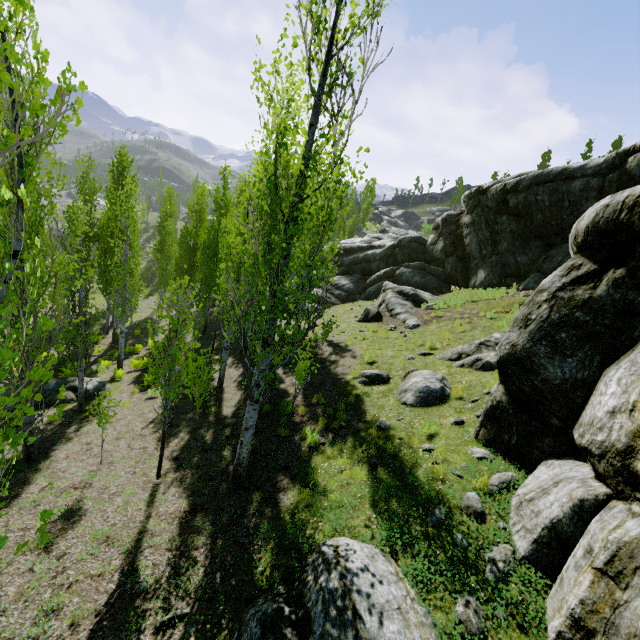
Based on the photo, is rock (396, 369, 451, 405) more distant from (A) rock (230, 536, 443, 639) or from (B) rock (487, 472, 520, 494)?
(A) rock (230, 536, 443, 639)

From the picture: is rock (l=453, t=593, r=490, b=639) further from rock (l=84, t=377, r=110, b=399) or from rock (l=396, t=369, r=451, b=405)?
rock (l=84, t=377, r=110, b=399)

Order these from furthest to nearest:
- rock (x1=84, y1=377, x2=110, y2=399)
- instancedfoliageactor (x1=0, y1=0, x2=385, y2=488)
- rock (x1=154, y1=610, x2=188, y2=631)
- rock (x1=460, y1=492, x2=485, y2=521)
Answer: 1. rock (x1=84, y1=377, x2=110, y2=399)
2. rock (x1=460, y1=492, x2=485, y2=521)
3. rock (x1=154, y1=610, x2=188, y2=631)
4. instancedfoliageactor (x1=0, y1=0, x2=385, y2=488)

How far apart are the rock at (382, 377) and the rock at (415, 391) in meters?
0.4 m

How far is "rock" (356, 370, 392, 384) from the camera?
11.0 meters

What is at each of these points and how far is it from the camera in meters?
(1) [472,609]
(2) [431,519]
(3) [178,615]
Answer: (1) rock, 4.0
(2) rock, 5.4
(3) rock, 4.6

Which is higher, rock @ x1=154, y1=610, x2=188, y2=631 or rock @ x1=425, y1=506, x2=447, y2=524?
rock @ x1=425, y1=506, x2=447, y2=524

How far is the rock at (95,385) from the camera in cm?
1295
